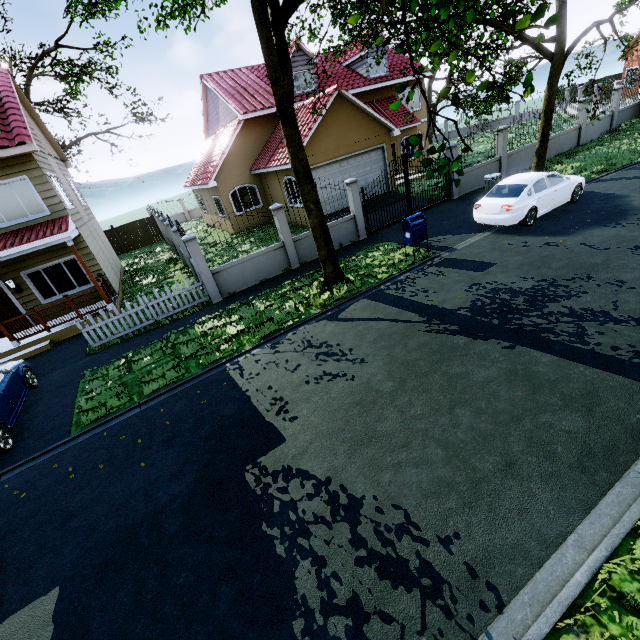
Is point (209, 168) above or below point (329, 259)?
above

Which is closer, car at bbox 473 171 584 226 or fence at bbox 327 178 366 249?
car at bbox 473 171 584 226

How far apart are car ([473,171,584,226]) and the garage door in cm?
767

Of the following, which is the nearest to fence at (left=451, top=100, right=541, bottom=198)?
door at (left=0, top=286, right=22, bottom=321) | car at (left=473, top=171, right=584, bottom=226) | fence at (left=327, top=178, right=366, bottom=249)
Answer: fence at (left=327, top=178, right=366, bottom=249)

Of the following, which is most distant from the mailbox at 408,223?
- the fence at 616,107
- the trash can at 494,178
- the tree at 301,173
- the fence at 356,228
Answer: the fence at 616,107

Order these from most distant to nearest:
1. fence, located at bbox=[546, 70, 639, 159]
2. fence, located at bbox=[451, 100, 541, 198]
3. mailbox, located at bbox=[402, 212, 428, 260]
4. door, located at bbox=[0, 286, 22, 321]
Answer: fence, located at bbox=[546, 70, 639, 159] < fence, located at bbox=[451, 100, 541, 198] < door, located at bbox=[0, 286, 22, 321] < mailbox, located at bbox=[402, 212, 428, 260]

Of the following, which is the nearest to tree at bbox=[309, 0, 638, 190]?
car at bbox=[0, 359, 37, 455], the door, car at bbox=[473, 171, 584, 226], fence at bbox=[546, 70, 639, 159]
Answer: fence at bbox=[546, 70, 639, 159]

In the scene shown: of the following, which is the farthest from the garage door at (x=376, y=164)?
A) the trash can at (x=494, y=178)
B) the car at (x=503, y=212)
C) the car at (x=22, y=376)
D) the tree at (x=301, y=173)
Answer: the car at (x=22, y=376)
